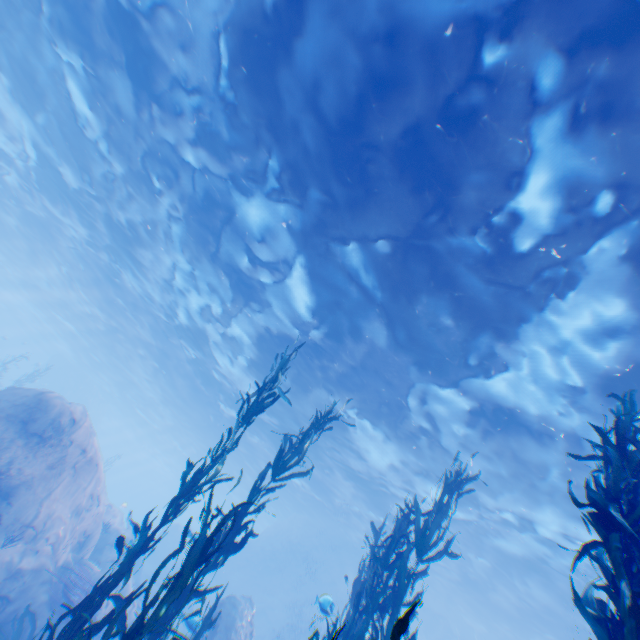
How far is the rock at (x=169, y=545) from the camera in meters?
22.8 m

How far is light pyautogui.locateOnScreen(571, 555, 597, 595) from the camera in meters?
13.5

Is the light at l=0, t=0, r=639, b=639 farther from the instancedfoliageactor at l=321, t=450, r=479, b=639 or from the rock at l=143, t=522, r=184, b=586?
the instancedfoliageactor at l=321, t=450, r=479, b=639

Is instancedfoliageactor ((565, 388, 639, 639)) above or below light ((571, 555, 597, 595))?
below

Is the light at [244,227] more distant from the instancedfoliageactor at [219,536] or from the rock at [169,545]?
the instancedfoliageactor at [219,536]

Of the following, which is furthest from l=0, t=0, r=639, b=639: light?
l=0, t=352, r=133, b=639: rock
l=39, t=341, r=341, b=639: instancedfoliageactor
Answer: l=39, t=341, r=341, b=639: instancedfoliageactor

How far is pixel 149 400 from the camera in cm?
3597
